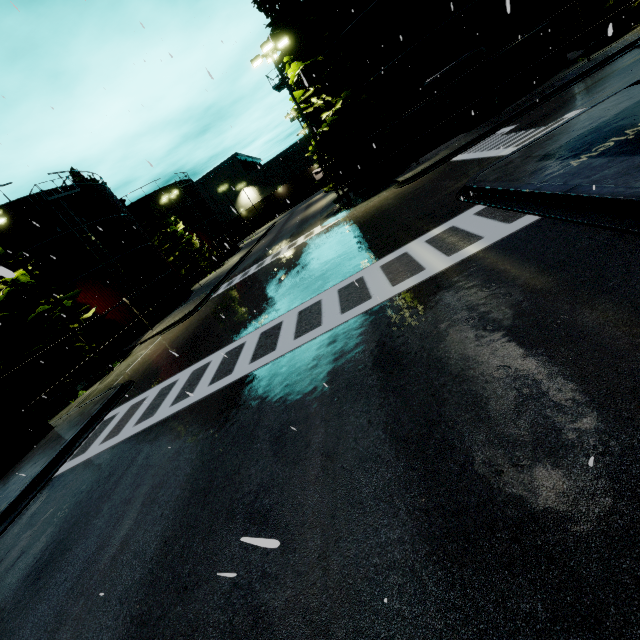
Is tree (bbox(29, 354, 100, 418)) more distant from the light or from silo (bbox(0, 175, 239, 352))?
the light

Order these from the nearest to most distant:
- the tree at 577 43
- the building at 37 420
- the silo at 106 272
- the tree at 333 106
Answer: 1. the building at 37 420
2. the tree at 333 106
3. the tree at 577 43
4. the silo at 106 272

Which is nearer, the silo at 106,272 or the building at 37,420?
the building at 37,420

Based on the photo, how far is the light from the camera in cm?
1771

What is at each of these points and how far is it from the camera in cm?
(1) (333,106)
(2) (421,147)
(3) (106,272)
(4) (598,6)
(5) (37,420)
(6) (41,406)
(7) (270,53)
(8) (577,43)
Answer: (1) tree, 2016
(2) silo, 2247
(3) silo, 2538
(4) tree, 1911
(5) building, 1362
(6) tree, 1780
(7) light, 1853
(8) tree, 2058

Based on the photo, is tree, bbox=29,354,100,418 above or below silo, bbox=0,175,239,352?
below

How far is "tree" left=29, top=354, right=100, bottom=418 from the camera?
17.6 meters

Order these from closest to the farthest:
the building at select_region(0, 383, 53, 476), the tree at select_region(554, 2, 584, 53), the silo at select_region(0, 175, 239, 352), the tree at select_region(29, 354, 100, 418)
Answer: the building at select_region(0, 383, 53, 476), the tree at select_region(29, 354, 100, 418), the tree at select_region(554, 2, 584, 53), the silo at select_region(0, 175, 239, 352)
